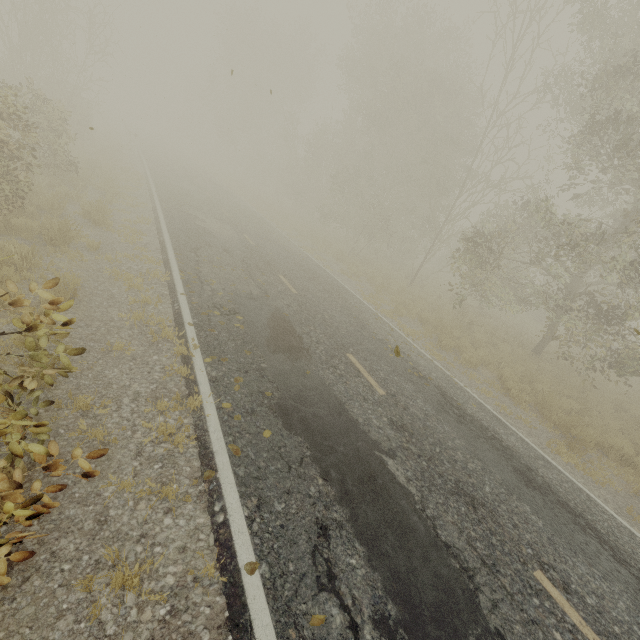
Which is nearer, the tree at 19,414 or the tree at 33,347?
the tree at 19,414

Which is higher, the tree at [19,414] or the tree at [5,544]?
the tree at [19,414]

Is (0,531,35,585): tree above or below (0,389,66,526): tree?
below

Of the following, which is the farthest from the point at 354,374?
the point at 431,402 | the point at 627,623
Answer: the point at 627,623

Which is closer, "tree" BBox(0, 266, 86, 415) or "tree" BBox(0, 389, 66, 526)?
"tree" BBox(0, 389, 66, 526)
